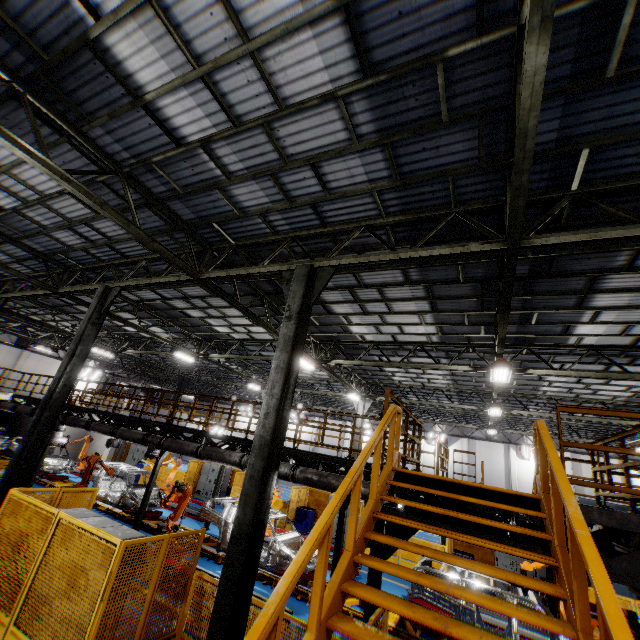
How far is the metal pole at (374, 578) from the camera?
4.91m

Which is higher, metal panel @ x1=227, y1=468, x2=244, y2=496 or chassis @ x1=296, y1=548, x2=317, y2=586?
metal panel @ x1=227, y1=468, x2=244, y2=496

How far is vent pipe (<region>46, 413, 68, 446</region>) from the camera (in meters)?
15.43

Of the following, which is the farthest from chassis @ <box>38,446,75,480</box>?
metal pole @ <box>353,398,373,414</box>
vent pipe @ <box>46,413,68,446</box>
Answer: metal pole @ <box>353,398,373,414</box>

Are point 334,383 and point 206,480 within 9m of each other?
no

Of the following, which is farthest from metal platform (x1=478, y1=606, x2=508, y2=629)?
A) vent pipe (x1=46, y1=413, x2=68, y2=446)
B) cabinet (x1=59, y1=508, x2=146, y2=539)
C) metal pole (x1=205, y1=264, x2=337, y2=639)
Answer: cabinet (x1=59, y1=508, x2=146, y2=539)

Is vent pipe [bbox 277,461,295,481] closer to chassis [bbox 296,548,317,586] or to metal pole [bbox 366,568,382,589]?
chassis [bbox 296,548,317,586]

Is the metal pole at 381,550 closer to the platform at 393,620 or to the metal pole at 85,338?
the platform at 393,620
